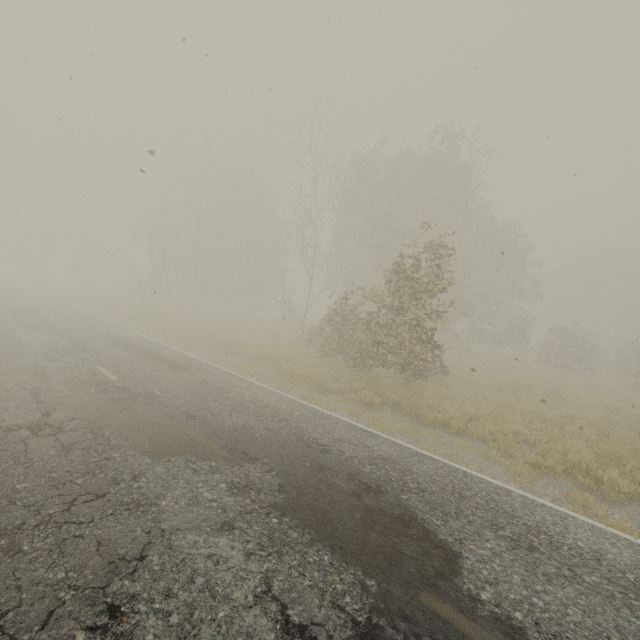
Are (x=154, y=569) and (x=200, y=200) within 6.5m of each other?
no
